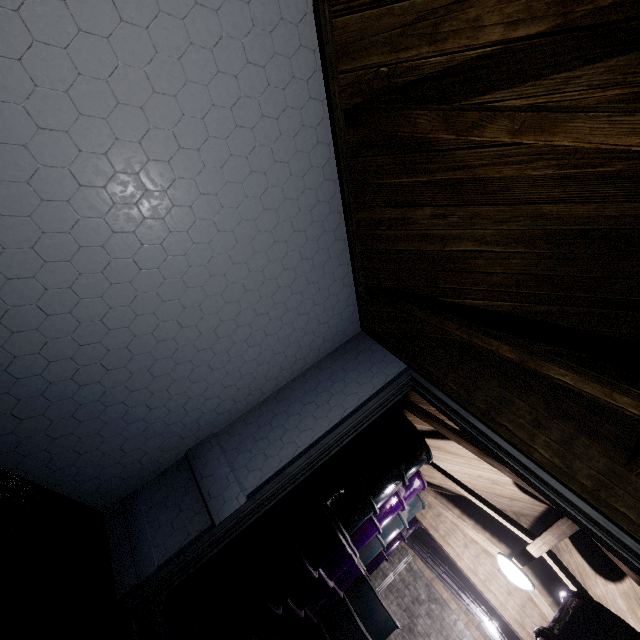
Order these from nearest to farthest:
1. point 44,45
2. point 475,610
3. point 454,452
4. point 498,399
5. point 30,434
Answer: point 44,45
point 30,434
point 498,399
point 454,452
point 475,610

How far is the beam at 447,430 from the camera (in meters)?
2.35

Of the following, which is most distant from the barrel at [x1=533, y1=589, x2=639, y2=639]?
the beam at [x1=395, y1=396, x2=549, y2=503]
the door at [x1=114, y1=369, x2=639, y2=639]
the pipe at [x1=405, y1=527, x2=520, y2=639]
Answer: the pipe at [x1=405, y1=527, x2=520, y2=639]

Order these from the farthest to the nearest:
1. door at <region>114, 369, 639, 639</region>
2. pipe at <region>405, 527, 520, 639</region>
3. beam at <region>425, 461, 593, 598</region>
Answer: pipe at <region>405, 527, 520, 639</region> → beam at <region>425, 461, 593, 598</region> → door at <region>114, 369, 639, 639</region>

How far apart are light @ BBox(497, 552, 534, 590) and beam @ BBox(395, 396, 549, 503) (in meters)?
0.17

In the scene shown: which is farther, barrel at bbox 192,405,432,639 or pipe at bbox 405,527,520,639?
pipe at bbox 405,527,520,639

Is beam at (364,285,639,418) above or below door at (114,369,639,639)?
above
